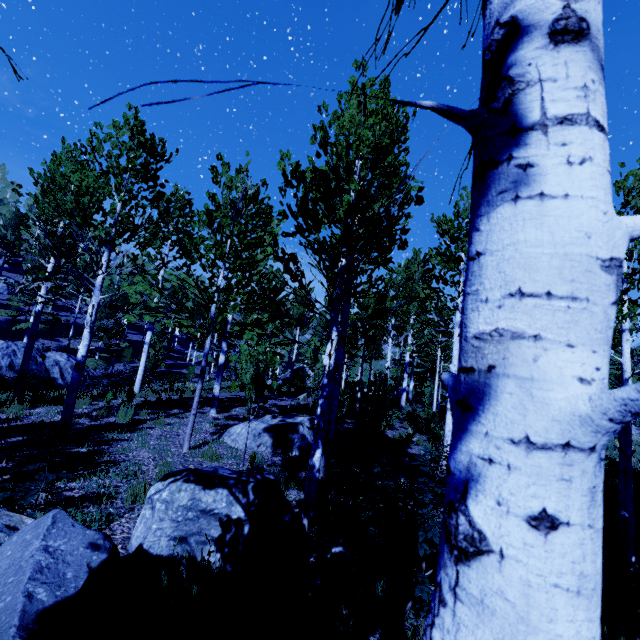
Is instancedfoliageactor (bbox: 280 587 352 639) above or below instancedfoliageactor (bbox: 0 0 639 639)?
below

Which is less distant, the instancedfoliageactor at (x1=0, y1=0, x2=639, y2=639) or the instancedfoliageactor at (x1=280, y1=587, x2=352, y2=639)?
the instancedfoliageactor at (x1=0, y1=0, x2=639, y2=639)

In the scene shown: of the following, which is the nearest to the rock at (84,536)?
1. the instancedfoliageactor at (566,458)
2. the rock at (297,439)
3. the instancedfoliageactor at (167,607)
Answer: the instancedfoliageactor at (167,607)

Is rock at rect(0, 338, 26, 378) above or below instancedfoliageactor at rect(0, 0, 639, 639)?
below

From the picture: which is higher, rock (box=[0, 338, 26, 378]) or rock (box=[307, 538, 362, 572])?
rock (box=[0, 338, 26, 378])

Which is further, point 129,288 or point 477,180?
point 129,288

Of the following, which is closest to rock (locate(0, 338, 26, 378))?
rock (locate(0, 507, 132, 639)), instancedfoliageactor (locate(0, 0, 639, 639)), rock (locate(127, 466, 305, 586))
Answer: instancedfoliageactor (locate(0, 0, 639, 639))

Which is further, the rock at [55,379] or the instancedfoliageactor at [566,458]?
the rock at [55,379]
